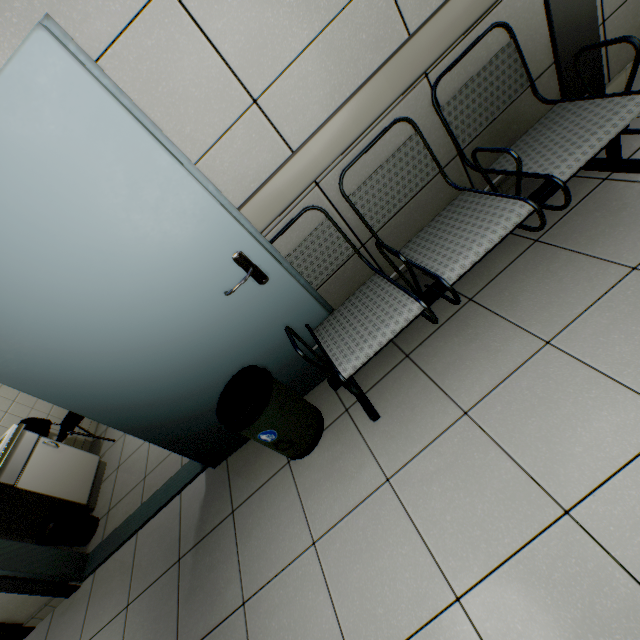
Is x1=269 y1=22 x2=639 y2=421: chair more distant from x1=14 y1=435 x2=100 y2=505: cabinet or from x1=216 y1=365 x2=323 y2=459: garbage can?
x1=14 y1=435 x2=100 y2=505: cabinet

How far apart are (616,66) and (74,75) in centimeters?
307cm

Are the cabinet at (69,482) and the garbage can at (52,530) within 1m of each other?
yes

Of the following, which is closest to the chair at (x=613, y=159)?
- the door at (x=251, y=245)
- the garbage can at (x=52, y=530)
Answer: the door at (x=251, y=245)

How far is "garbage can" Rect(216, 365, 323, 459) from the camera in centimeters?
168cm

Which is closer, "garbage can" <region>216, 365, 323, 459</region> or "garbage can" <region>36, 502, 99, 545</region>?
"garbage can" <region>216, 365, 323, 459</region>

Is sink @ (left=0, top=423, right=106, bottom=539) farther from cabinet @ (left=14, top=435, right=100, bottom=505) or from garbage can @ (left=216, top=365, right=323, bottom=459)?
garbage can @ (left=216, top=365, right=323, bottom=459)

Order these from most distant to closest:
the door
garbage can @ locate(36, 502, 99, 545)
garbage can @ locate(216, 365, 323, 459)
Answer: garbage can @ locate(36, 502, 99, 545) → garbage can @ locate(216, 365, 323, 459) → the door
